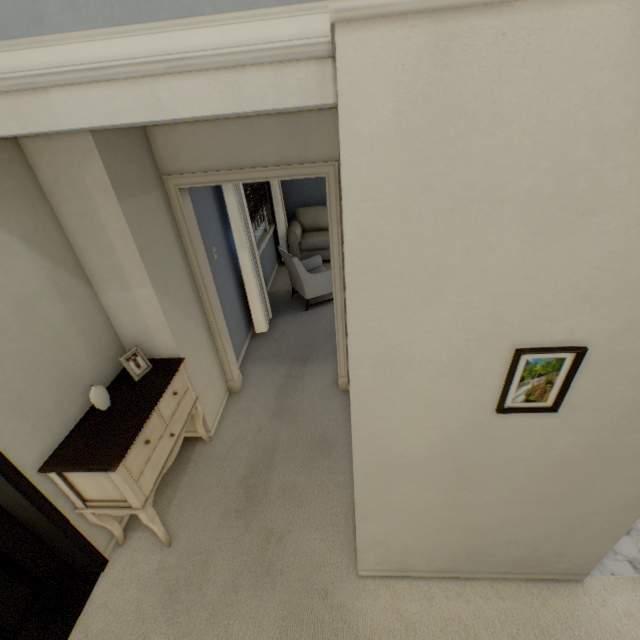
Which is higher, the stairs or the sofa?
the stairs

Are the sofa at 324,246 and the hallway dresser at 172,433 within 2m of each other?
no

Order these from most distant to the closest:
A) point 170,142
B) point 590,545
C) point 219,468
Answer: point 219,468 < point 170,142 < point 590,545

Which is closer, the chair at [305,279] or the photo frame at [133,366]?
the photo frame at [133,366]

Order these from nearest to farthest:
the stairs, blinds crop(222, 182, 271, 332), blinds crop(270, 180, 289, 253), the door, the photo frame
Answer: the stairs, the door, the photo frame, blinds crop(222, 182, 271, 332), blinds crop(270, 180, 289, 253)

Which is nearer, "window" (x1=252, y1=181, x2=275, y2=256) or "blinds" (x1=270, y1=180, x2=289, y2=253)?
"window" (x1=252, y1=181, x2=275, y2=256)

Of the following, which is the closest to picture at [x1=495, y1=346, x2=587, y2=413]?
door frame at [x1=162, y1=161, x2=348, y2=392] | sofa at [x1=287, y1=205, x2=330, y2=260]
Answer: door frame at [x1=162, y1=161, x2=348, y2=392]

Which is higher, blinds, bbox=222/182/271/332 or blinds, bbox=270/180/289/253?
blinds, bbox=270/180/289/253
